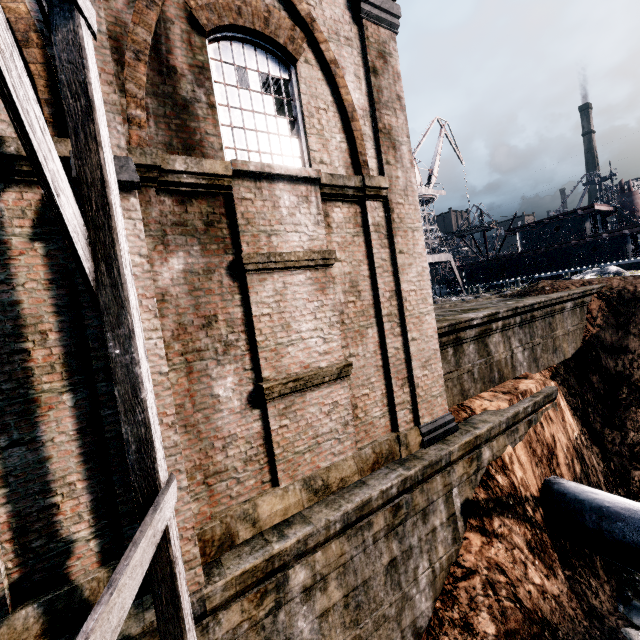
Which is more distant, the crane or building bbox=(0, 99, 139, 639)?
the crane

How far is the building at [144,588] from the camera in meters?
4.9 m

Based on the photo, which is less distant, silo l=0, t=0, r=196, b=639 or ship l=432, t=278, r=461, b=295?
silo l=0, t=0, r=196, b=639

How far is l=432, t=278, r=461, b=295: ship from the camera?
51.7 meters

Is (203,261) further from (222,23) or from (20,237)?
(222,23)

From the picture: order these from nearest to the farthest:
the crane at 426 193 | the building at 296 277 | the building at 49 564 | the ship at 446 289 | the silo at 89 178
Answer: the silo at 89 178 < the building at 49 564 < the building at 296 277 < the crane at 426 193 < the ship at 446 289

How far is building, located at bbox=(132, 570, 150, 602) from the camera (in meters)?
4.86

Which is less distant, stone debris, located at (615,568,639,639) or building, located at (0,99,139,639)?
building, located at (0,99,139,639)
